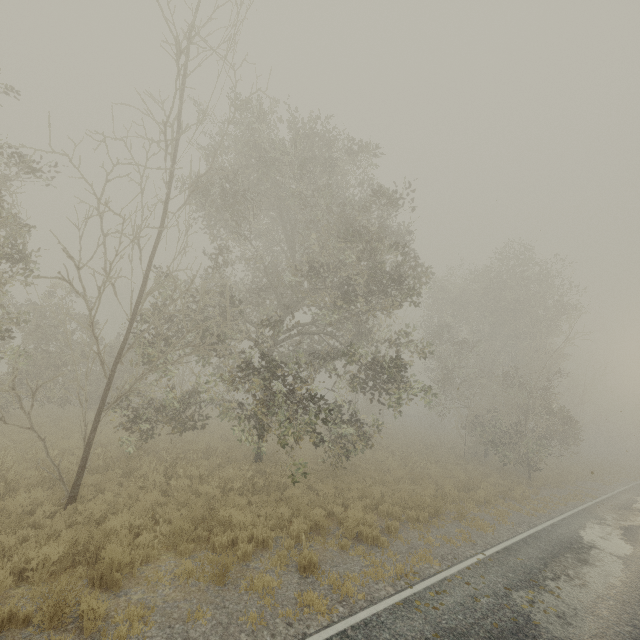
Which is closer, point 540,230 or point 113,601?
point 113,601
